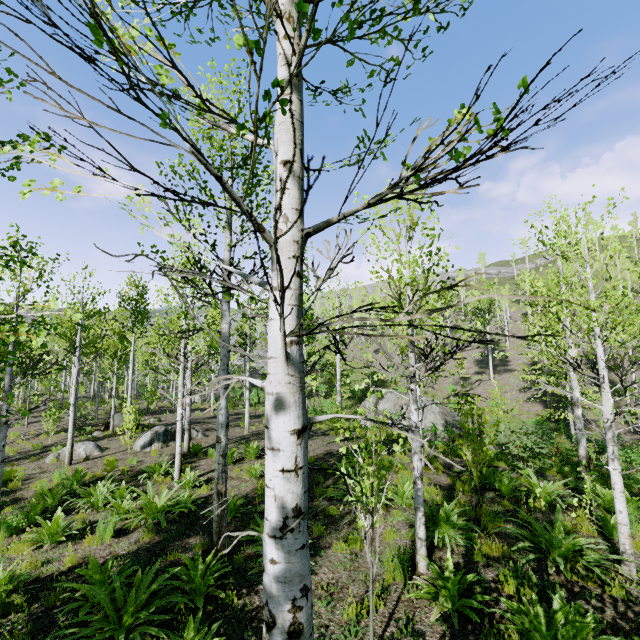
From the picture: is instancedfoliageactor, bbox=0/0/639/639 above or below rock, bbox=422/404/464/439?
above

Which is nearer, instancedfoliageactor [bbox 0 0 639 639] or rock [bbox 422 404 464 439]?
instancedfoliageactor [bbox 0 0 639 639]

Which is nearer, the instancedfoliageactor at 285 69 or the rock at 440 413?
the instancedfoliageactor at 285 69

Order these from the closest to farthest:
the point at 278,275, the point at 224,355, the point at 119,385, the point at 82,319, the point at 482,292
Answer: the point at 278,275 → the point at 224,355 → the point at 119,385 → the point at 82,319 → the point at 482,292

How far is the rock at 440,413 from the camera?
21.08m

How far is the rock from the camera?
21.1m
